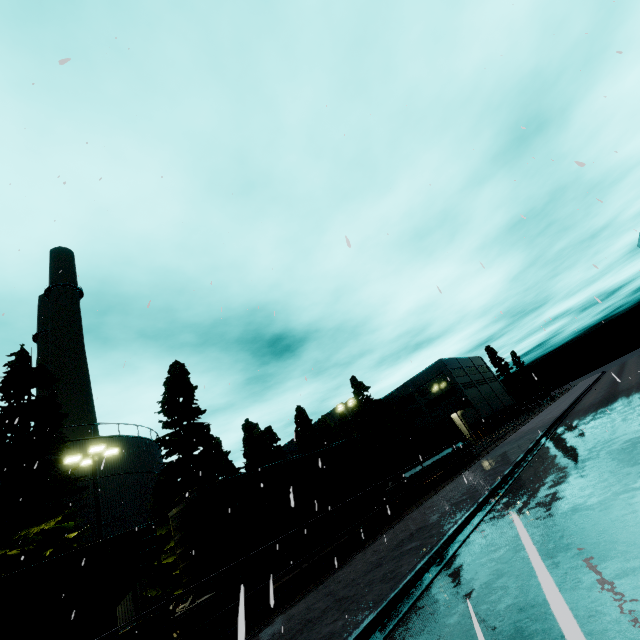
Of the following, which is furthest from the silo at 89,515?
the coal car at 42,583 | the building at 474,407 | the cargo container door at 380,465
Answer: the building at 474,407

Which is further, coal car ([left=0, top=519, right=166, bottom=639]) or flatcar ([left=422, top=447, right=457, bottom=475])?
flatcar ([left=422, top=447, right=457, bottom=475])

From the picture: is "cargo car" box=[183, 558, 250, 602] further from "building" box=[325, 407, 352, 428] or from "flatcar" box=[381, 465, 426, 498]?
"building" box=[325, 407, 352, 428]

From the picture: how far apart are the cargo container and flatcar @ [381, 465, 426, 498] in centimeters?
2cm

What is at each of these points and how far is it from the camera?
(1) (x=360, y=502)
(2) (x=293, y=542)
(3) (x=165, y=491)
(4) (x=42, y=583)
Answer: (1) cargo car, 17.53m
(2) cargo car, 13.91m
(3) tree, 22.98m
(4) coal car, 8.92m

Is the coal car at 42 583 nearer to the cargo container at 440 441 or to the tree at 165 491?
the tree at 165 491

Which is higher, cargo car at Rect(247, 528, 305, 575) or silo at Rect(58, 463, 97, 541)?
silo at Rect(58, 463, 97, 541)

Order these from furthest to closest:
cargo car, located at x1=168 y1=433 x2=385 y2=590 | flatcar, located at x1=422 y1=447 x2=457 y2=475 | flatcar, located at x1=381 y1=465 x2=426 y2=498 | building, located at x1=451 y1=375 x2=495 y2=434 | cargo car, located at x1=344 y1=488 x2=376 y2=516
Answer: building, located at x1=451 y1=375 x2=495 y2=434
flatcar, located at x1=422 y1=447 x2=457 y2=475
flatcar, located at x1=381 y1=465 x2=426 y2=498
cargo car, located at x1=344 y1=488 x2=376 y2=516
cargo car, located at x1=168 y1=433 x2=385 y2=590
